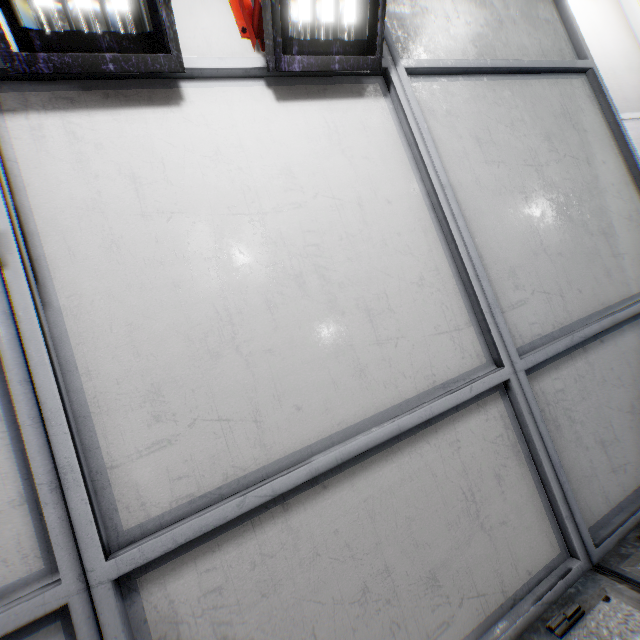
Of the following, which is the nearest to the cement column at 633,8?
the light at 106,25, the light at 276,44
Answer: the light at 276,44

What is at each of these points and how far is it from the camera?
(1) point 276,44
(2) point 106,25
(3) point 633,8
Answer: (1) light, 1.44m
(2) light, 1.21m
(3) cement column, 7.09m

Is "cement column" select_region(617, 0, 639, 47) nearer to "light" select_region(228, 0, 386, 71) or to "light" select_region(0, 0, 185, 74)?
"light" select_region(228, 0, 386, 71)

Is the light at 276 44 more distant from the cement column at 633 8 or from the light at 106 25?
the cement column at 633 8

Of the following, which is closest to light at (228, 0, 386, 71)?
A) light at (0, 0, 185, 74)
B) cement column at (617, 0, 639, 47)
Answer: light at (0, 0, 185, 74)

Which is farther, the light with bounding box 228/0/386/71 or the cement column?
the cement column

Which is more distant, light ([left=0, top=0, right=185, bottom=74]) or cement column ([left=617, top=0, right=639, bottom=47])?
cement column ([left=617, top=0, right=639, bottom=47])
